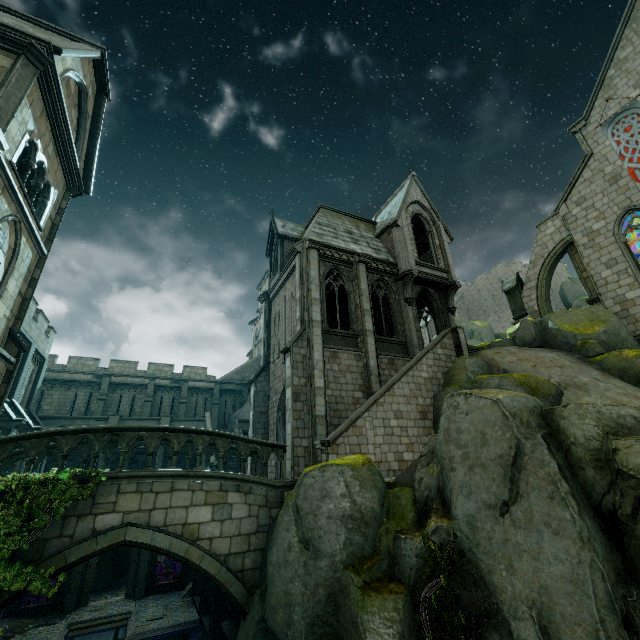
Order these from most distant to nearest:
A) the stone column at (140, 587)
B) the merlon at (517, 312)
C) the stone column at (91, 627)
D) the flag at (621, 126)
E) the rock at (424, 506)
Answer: the merlon at (517, 312)
the stone column at (140, 587)
the flag at (621, 126)
the stone column at (91, 627)
the rock at (424, 506)

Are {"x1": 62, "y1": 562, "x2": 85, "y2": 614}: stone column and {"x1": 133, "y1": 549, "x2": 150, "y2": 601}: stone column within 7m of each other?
yes

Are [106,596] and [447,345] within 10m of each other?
no

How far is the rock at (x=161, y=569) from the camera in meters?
27.5 m

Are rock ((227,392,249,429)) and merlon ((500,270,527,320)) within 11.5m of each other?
no

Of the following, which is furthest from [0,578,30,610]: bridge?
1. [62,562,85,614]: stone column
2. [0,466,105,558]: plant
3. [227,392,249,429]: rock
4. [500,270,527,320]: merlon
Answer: [500,270,527,320]: merlon

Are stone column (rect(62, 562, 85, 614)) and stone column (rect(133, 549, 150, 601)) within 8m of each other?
yes

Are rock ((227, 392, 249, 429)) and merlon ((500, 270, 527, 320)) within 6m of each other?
no
